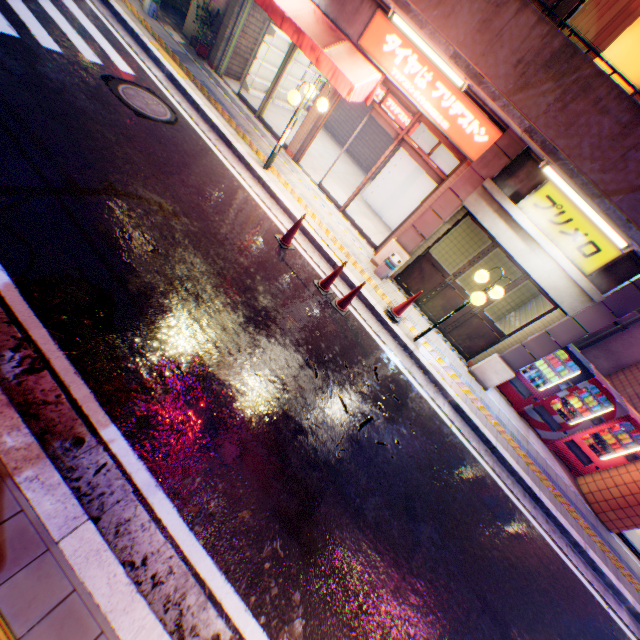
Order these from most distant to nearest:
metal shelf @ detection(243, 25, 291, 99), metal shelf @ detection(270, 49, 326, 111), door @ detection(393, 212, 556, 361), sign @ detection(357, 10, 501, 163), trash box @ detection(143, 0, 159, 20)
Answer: metal shelf @ detection(270, 49, 326, 111), metal shelf @ detection(243, 25, 291, 99), trash box @ detection(143, 0, 159, 20), door @ detection(393, 212, 556, 361), sign @ detection(357, 10, 501, 163)

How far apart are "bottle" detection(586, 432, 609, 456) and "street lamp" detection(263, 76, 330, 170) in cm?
1070

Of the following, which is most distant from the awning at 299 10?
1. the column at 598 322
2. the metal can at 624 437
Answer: the metal can at 624 437

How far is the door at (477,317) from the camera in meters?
7.7 m

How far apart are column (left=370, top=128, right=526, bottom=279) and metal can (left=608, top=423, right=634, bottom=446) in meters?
6.5 m

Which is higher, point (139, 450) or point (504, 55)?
point (504, 55)

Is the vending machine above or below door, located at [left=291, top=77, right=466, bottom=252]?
below

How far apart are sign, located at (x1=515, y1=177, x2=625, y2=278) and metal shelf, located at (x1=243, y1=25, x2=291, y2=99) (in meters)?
9.16
